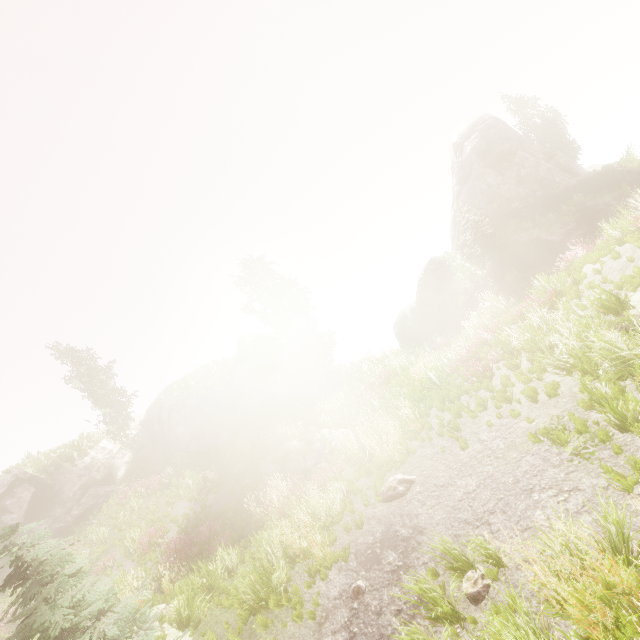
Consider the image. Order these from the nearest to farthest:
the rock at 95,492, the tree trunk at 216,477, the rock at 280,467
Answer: the rock at 280,467
the tree trunk at 216,477
the rock at 95,492

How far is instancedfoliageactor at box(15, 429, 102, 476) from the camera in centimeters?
2327cm

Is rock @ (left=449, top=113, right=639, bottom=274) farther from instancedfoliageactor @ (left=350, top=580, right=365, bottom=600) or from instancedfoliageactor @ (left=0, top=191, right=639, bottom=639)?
instancedfoliageactor @ (left=350, top=580, right=365, bottom=600)

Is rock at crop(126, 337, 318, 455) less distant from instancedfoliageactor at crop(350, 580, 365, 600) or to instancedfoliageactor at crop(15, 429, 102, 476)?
instancedfoliageactor at crop(15, 429, 102, 476)

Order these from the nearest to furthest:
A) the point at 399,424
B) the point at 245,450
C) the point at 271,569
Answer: the point at 271,569
the point at 399,424
the point at 245,450

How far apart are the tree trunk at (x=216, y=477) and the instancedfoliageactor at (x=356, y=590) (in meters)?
13.43

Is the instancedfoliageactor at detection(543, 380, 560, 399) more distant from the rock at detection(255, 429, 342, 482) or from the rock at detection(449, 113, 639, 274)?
the rock at detection(255, 429, 342, 482)

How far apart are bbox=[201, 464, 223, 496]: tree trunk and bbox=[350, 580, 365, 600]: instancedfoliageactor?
13.4 meters
